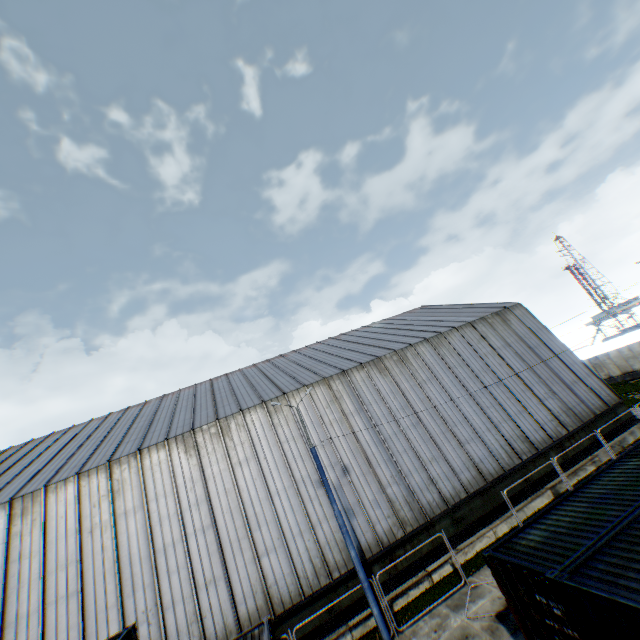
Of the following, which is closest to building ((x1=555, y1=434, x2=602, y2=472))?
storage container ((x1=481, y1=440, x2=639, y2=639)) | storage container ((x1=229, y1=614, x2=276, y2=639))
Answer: storage container ((x1=229, y1=614, x2=276, y2=639))

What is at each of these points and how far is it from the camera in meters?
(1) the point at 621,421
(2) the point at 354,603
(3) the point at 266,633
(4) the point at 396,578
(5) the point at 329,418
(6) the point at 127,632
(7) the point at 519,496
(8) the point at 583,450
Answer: (1) building, 21.9 m
(2) building, 14.9 m
(3) storage container, 10.8 m
(4) building, 15.6 m
(5) building, 19.9 m
(6) storage container, 6.8 m
(7) building, 18.4 m
(8) building, 20.4 m

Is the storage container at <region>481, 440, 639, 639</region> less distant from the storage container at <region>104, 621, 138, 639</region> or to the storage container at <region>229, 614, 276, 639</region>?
the storage container at <region>104, 621, 138, 639</region>

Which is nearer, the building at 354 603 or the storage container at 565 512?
the storage container at 565 512

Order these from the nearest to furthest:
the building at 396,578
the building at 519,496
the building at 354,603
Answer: the building at 354,603, the building at 396,578, the building at 519,496

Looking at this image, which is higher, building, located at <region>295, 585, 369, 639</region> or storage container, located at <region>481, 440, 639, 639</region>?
storage container, located at <region>481, 440, 639, 639</region>

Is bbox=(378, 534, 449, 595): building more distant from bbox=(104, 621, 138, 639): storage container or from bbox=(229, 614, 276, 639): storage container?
bbox=(104, 621, 138, 639): storage container
